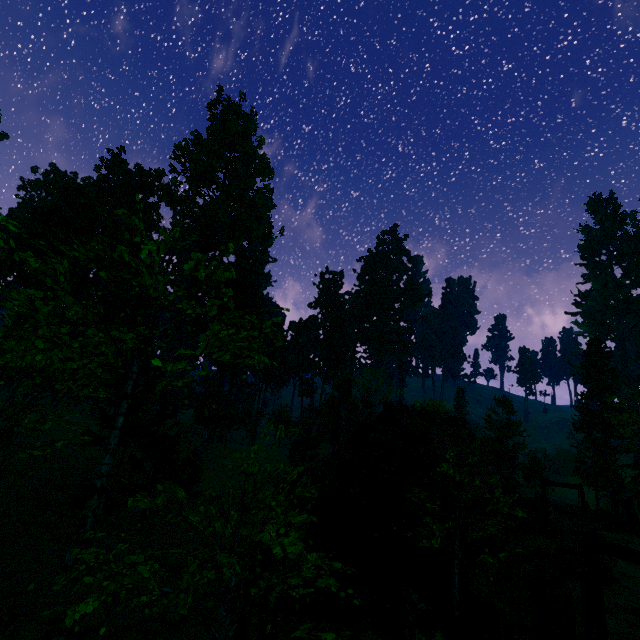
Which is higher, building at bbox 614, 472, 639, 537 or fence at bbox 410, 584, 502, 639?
building at bbox 614, 472, 639, 537

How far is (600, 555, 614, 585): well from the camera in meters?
16.7 m

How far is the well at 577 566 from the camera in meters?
17.3 m

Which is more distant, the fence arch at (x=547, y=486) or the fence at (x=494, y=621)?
the fence arch at (x=547, y=486)

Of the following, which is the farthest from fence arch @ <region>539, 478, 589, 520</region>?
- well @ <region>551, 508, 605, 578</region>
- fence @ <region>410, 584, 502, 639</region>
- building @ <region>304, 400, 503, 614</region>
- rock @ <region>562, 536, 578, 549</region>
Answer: well @ <region>551, 508, 605, 578</region>

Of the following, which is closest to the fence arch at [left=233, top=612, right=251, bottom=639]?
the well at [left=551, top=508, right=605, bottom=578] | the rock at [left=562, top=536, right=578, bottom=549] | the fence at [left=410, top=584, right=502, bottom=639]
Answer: the fence at [left=410, top=584, right=502, bottom=639]

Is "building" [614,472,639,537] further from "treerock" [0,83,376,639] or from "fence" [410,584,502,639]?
"fence" [410,584,502,639]

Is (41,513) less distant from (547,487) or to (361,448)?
(361,448)
